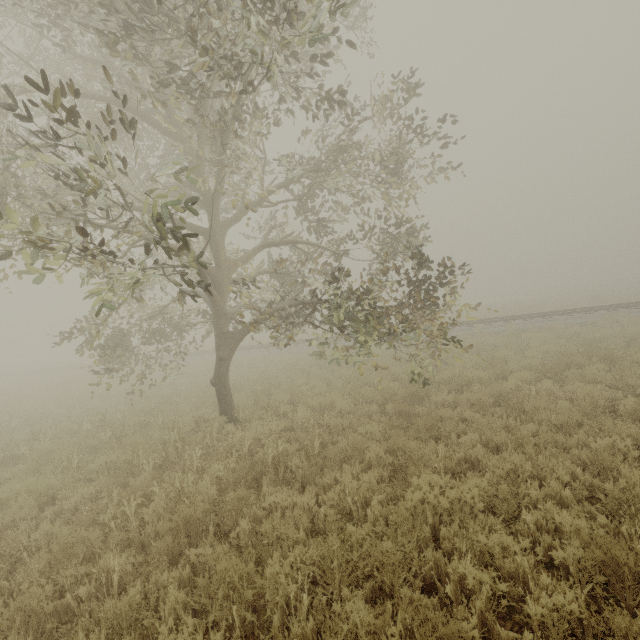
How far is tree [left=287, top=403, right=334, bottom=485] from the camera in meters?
5.9 m

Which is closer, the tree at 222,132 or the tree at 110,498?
the tree at 222,132

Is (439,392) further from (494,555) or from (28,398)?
(28,398)

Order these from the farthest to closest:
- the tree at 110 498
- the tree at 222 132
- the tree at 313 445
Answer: the tree at 313 445 < the tree at 110 498 < the tree at 222 132

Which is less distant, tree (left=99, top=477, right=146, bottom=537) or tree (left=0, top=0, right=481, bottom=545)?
tree (left=0, top=0, right=481, bottom=545)

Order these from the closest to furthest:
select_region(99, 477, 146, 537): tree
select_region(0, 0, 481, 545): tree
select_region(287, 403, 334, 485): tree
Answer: select_region(0, 0, 481, 545): tree
select_region(99, 477, 146, 537): tree
select_region(287, 403, 334, 485): tree
